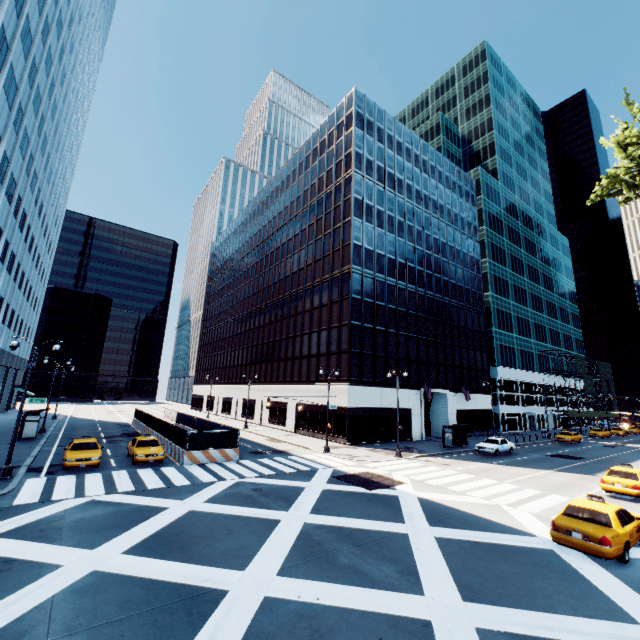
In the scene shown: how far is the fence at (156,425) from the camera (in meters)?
22.84

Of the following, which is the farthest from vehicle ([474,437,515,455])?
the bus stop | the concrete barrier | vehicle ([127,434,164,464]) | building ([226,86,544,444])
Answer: vehicle ([127,434,164,464])

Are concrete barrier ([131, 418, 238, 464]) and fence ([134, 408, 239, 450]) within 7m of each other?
yes

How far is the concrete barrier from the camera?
22.4m

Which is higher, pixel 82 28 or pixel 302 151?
pixel 82 28

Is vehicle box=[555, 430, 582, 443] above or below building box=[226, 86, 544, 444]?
→ below

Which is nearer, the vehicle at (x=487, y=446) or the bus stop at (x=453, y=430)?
the vehicle at (x=487, y=446)

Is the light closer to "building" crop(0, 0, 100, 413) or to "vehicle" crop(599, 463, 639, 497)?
"building" crop(0, 0, 100, 413)
